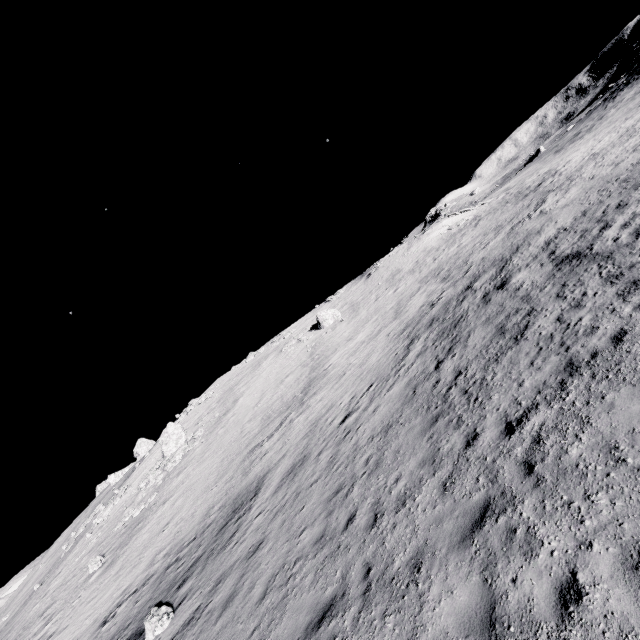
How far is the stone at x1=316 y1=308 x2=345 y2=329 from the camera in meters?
41.9 m

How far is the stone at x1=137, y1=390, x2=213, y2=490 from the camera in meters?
33.8 m

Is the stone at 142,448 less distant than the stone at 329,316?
No

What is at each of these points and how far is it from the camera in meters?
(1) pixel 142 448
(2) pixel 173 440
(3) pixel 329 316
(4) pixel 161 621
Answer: (1) stone, 54.5 m
(2) stone, 38.6 m
(3) stone, 42.1 m
(4) stone, 11.9 m

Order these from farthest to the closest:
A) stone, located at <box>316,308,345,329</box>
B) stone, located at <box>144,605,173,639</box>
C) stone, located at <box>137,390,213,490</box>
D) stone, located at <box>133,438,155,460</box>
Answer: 1. stone, located at <box>133,438,155,460</box>
2. stone, located at <box>316,308,345,329</box>
3. stone, located at <box>137,390,213,490</box>
4. stone, located at <box>144,605,173,639</box>

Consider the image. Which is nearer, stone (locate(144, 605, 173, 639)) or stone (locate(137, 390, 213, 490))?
stone (locate(144, 605, 173, 639))

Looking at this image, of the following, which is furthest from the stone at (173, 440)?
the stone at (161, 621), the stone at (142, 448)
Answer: the stone at (161, 621)

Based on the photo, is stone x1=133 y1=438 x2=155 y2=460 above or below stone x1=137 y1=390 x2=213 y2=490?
above
